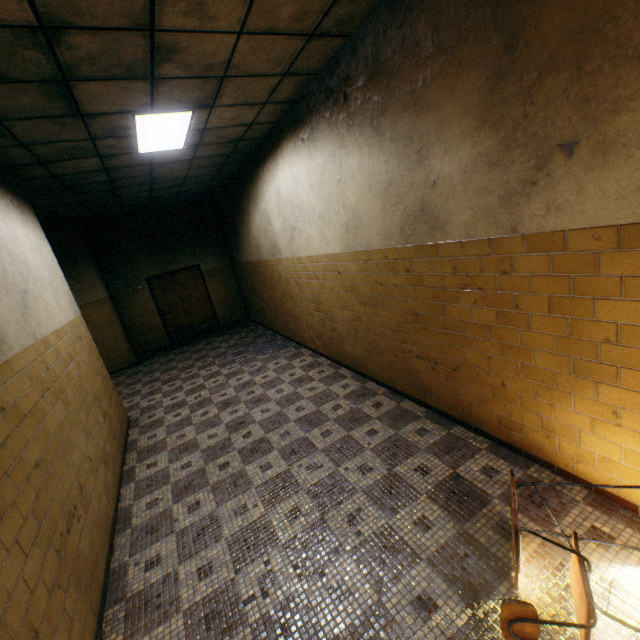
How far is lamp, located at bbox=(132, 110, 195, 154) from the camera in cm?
366

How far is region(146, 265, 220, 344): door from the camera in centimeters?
988cm

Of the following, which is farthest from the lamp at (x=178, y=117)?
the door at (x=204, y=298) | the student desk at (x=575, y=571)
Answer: the door at (x=204, y=298)

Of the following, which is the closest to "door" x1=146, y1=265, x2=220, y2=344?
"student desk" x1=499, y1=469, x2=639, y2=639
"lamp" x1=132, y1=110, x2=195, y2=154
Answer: "lamp" x1=132, y1=110, x2=195, y2=154

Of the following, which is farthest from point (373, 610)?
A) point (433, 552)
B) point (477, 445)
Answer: point (477, 445)

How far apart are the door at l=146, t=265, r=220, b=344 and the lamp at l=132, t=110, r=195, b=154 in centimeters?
566cm

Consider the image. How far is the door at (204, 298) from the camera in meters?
9.9 m
